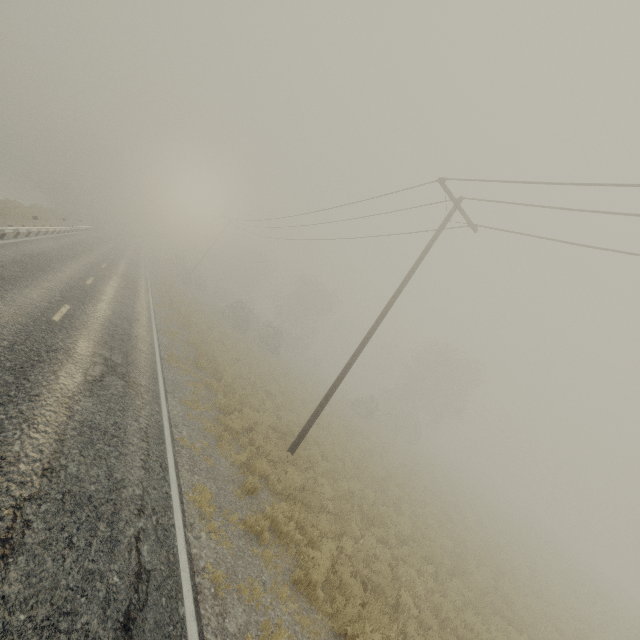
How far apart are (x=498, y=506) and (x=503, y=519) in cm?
697
